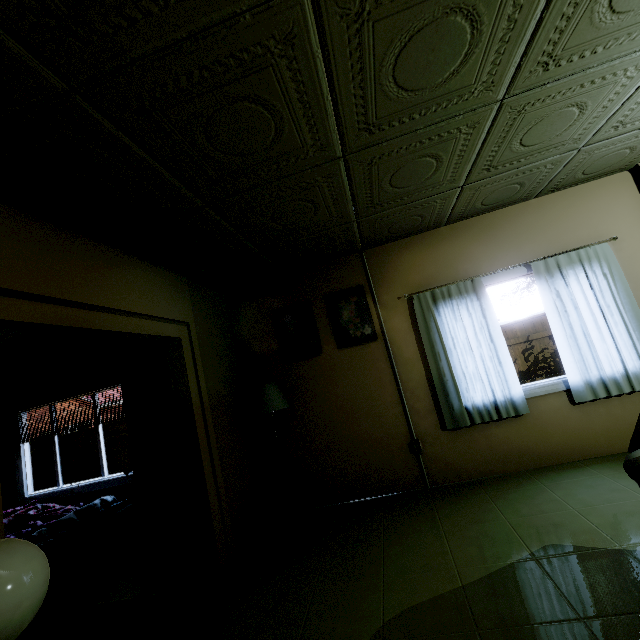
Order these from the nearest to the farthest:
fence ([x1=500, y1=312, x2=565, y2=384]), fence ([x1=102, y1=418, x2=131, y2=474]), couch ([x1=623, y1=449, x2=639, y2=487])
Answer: couch ([x1=623, y1=449, x2=639, y2=487])
fence ([x1=500, y1=312, x2=565, y2=384])
fence ([x1=102, y1=418, x2=131, y2=474])

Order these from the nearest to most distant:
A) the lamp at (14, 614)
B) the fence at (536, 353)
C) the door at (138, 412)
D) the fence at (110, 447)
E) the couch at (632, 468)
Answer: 1. the lamp at (14, 614)
2. the couch at (632, 468)
3. the door at (138, 412)
4. the fence at (536, 353)
5. the fence at (110, 447)

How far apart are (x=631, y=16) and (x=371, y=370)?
3.17m

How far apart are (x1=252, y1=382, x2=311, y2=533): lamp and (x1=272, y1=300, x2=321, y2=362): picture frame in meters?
0.6 m

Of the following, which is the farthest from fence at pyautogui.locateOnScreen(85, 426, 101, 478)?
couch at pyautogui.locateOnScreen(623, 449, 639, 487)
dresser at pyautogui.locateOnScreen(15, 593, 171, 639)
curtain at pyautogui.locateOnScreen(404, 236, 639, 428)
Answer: dresser at pyautogui.locateOnScreen(15, 593, 171, 639)

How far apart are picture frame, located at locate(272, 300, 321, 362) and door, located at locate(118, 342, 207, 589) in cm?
134

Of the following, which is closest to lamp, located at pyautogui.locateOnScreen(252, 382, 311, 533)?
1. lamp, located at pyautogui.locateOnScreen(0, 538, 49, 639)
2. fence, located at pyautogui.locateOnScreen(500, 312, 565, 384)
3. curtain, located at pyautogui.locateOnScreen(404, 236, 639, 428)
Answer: curtain, located at pyautogui.locateOnScreen(404, 236, 639, 428)

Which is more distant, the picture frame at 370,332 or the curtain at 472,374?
the picture frame at 370,332
